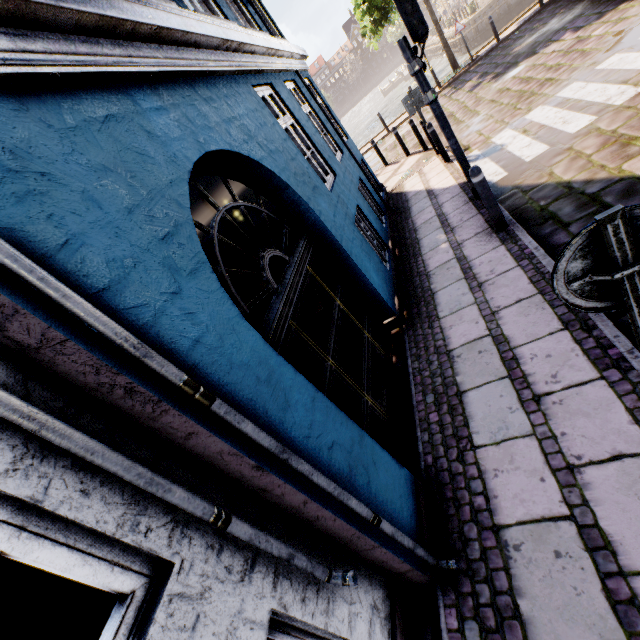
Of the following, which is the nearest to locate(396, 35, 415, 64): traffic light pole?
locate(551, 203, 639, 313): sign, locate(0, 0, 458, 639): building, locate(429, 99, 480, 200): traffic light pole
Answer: locate(429, 99, 480, 200): traffic light pole

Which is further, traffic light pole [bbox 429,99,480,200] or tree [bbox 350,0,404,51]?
tree [bbox 350,0,404,51]

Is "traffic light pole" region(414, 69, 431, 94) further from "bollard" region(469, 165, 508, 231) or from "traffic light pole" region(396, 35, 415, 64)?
"bollard" region(469, 165, 508, 231)

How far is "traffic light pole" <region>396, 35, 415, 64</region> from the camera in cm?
491

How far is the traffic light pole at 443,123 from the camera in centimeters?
540cm

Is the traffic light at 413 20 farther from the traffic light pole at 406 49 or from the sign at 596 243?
the sign at 596 243

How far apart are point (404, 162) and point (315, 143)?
7.0 meters

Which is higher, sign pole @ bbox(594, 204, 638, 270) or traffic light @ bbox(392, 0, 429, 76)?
traffic light @ bbox(392, 0, 429, 76)
